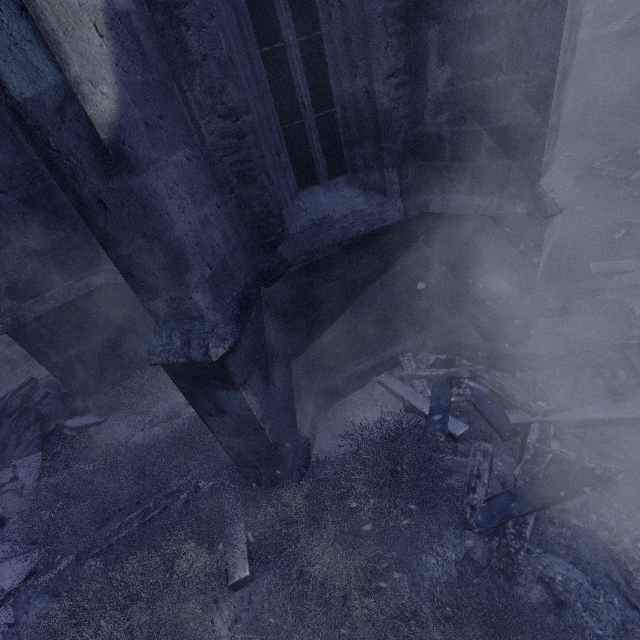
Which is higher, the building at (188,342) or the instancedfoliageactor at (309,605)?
the building at (188,342)

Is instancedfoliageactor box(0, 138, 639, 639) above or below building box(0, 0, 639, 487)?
below

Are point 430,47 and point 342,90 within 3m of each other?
yes

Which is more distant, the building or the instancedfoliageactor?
the instancedfoliageactor

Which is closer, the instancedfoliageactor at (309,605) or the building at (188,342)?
the building at (188,342)
